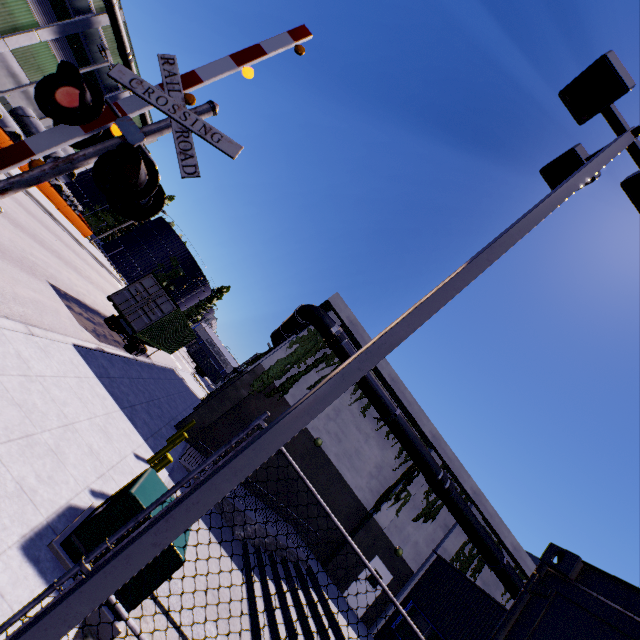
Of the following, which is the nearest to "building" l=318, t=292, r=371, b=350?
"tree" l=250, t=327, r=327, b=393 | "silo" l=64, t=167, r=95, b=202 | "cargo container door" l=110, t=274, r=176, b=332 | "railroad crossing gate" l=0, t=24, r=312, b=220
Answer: "tree" l=250, t=327, r=327, b=393

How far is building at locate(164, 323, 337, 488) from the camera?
15.14m

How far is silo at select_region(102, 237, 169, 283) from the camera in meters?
57.4

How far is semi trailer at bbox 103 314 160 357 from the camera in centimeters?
1706cm

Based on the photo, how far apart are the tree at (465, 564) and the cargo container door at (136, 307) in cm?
1933

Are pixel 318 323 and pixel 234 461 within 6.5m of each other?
no

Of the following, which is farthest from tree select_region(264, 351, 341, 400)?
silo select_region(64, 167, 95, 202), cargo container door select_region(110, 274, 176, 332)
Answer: cargo container door select_region(110, 274, 176, 332)

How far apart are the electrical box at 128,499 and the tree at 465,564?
18.11m
